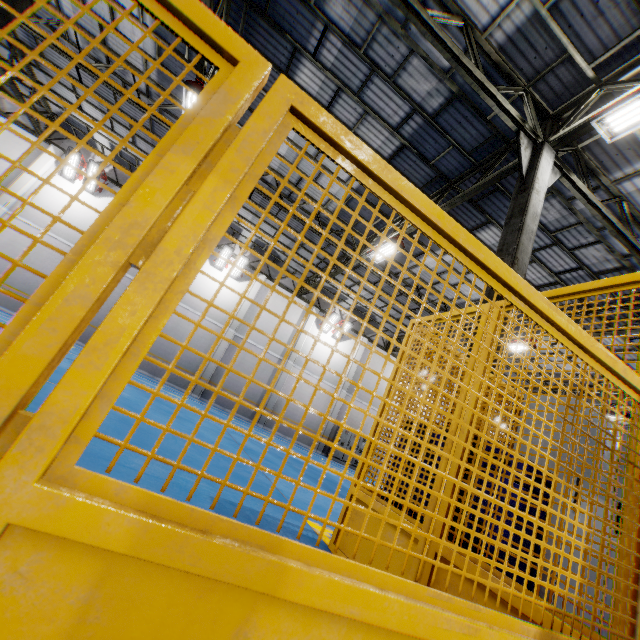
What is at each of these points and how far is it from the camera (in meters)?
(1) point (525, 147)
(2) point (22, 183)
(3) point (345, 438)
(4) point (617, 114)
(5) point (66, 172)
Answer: (1) metal pole, 6.68
(2) cement column, 15.24
(3) cabinet, 19.84
(4) light, 5.55
(5) light, 16.00

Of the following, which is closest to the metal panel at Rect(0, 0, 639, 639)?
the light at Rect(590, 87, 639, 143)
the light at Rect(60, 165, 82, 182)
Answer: the light at Rect(590, 87, 639, 143)

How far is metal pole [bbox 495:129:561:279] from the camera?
5.82m

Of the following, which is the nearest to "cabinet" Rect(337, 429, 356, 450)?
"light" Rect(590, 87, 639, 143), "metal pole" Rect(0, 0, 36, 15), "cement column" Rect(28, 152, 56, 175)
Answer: "light" Rect(590, 87, 639, 143)

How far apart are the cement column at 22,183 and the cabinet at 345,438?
20.30m

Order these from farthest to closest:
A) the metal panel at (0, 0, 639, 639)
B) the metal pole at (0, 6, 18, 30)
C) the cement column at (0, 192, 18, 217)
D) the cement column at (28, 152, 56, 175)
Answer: the cement column at (28, 152, 56, 175) → the cement column at (0, 192, 18, 217) → the metal pole at (0, 6, 18, 30) → the metal panel at (0, 0, 639, 639)

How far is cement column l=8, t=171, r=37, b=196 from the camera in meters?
15.1

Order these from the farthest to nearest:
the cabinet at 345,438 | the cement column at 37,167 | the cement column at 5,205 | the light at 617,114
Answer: the cabinet at 345,438, the cement column at 37,167, the cement column at 5,205, the light at 617,114
